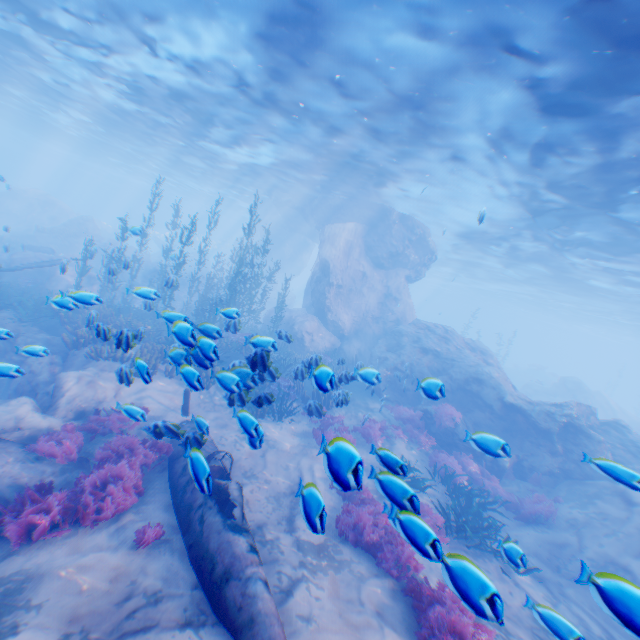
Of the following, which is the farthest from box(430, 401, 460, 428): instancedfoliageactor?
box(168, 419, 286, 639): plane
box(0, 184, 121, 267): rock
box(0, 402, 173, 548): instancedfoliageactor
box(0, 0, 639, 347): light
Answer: box(0, 0, 639, 347): light

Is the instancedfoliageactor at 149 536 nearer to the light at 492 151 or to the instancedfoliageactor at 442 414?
the instancedfoliageactor at 442 414

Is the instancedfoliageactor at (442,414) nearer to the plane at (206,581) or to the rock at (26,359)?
the rock at (26,359)

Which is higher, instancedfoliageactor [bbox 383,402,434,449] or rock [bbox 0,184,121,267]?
rock [bbox 0,184,121,267]

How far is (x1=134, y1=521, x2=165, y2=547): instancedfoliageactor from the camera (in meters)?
5.58

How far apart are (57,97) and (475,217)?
32.20m

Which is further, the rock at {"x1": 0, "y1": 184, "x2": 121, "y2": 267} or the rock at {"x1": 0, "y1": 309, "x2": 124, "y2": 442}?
the rock at {"x1": 0, "y1": 184, "x2": 121, "y2": 267}

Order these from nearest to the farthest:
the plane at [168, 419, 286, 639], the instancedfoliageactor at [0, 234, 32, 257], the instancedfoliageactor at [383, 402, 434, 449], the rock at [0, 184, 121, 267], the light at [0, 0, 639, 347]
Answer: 1. the plane at [168, 419, 286, 639]
2. the light at [0, 0, 639, 347]
3. the instancedfoliageactor at [383, 402, 434, 449]
4. the instancedfoliageactor at [0, 234, 32, 257]
5. the rock at [0, 184, 121, 267]
